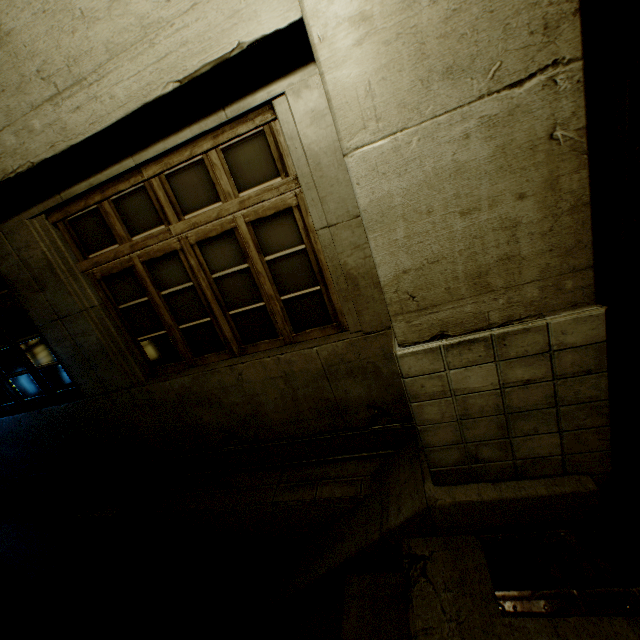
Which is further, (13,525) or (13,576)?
(13,576)

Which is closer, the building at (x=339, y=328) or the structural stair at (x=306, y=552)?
the building at (x=339, y=328)

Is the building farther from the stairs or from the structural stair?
the stairs

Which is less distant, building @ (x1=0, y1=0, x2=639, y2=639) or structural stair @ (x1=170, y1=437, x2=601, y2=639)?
building @ (x1=0, y1=0, x2=639, y2=639)

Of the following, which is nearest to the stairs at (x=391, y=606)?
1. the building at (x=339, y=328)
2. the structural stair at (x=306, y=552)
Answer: the structural stair at (x=306, y=552)

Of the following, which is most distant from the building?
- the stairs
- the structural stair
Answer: the stairs
